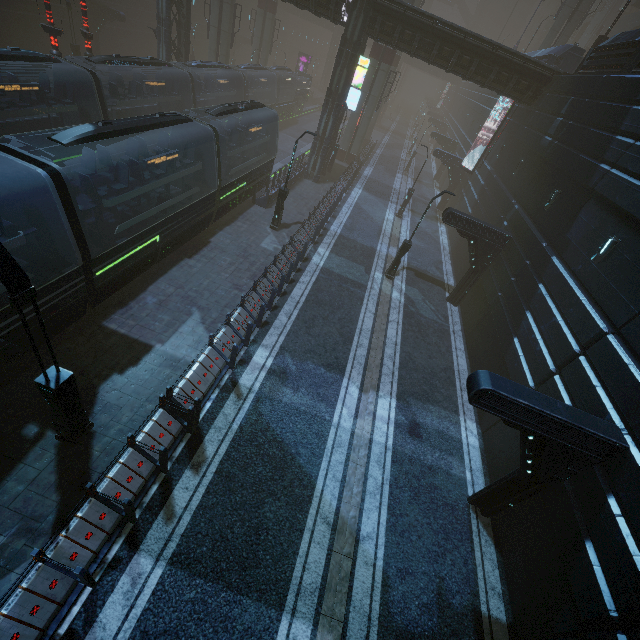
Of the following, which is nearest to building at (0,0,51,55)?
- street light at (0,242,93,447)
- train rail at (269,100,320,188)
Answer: train rail at (269,100,320,188)

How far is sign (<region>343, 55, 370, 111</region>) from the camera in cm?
2203

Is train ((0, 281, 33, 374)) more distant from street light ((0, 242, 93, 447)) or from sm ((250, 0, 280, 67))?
sm ((250, 0, 280, 67))

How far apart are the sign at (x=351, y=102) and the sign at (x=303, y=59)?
39.7 meters

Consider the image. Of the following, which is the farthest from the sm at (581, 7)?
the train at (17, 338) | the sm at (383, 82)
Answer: the train at (17, 338)

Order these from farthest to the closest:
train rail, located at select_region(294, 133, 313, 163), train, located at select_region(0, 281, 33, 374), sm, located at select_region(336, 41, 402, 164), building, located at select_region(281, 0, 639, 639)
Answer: train rail, located at select_region(294, 133, 313, 163) → sm, located at select_region(336, 41, 402, 164) → train, located at select_region(0, 281, 33, 374) → building, located at select_region(281, 0, 639, 639)

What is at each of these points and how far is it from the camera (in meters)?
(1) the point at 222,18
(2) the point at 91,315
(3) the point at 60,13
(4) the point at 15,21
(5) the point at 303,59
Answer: (1) sm, 30.23
(2) train rail, 12.20
(3) building, 28.41
(4) building, 25.66
(5) sign, 53.22

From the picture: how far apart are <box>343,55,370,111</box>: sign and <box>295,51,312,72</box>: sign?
39.73m
